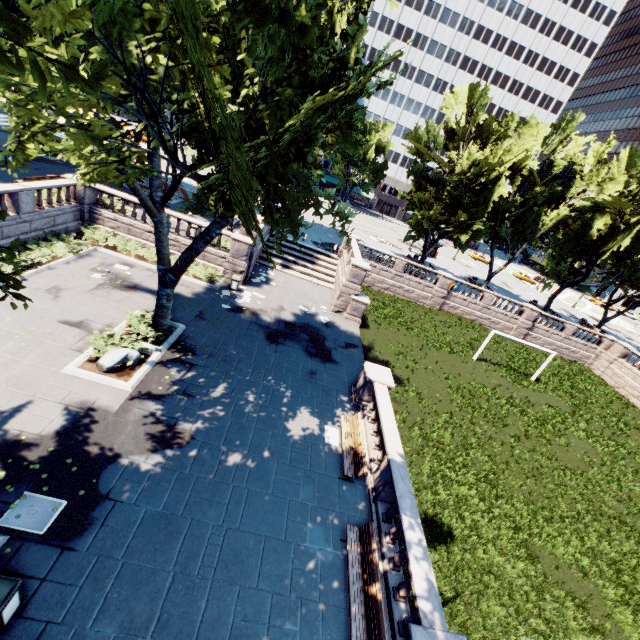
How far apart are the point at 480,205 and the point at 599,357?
21.75m

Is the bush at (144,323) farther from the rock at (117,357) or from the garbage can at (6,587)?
the garbage can at (6,587)

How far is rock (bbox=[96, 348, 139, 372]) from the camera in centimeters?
1184cm

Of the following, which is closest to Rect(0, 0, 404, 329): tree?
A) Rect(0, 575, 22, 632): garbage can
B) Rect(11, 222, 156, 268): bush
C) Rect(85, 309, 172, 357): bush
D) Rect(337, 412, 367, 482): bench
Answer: Rect(85, 309, 172, 357): bush

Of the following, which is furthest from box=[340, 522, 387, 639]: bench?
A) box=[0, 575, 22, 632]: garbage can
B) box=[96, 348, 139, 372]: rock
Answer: box=[96, 348, 139, 372]: rock

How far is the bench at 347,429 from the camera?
11.45m

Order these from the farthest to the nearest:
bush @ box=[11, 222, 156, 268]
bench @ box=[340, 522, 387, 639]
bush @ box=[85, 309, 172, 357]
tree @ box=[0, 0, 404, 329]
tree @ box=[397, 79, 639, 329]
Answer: tree @ box=[397, 79, 639, 329], bush @ box=[11, 222, 156, 268], bush @ box=[85, 309, 172, 357], bench @ box=[340, 522, 387, 639], tree @ box=[0, 0, 404, 329]

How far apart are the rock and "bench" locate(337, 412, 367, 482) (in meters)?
8.59
